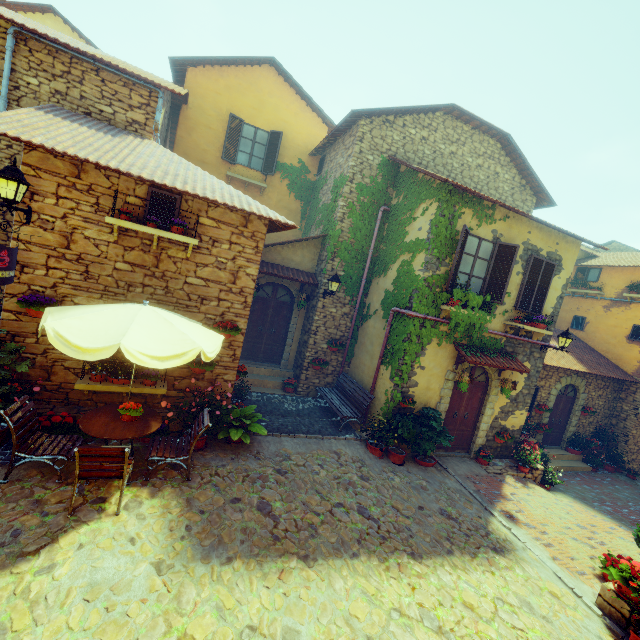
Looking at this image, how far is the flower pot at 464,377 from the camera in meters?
8.8 m

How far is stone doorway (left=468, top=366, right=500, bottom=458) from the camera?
9.9 meters

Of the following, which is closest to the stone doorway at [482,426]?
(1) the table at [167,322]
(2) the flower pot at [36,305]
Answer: (1) the table at [167,322]

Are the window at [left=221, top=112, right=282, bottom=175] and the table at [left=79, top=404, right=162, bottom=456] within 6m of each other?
no

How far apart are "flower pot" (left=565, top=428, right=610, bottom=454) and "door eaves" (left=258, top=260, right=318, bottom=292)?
13.41m

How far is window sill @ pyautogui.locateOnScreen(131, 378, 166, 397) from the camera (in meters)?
6.24

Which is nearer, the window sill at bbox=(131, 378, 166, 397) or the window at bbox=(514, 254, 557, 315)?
the window sill at bbox=(131, 378, 166, 397)

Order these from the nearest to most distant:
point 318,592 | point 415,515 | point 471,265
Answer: point 318,592, point 415,515, point 471,265
